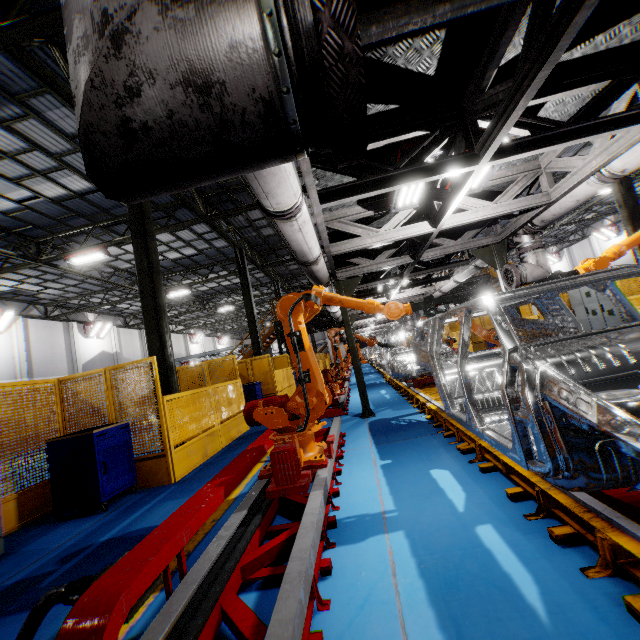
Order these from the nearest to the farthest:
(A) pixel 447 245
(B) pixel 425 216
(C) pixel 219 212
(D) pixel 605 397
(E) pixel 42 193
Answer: (D) pixel 605 397 < (B) pixel 425 216 < (A) pixel 447 245 < (E) pixel 42 193 < (C) pixel 219 212

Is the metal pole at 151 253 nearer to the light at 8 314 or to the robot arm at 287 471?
the robot arm at 287 471

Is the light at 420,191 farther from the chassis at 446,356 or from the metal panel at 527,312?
the metal panel at 527,312

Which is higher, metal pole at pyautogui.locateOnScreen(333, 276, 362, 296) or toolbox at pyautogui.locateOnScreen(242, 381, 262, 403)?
metal pole at pyautogui.locateOnScreen(333, 276, 362, 296)

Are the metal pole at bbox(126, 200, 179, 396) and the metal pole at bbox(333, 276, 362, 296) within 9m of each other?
yes

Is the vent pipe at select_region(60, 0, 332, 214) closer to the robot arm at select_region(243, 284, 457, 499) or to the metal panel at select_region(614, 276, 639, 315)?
the robot arm at select_region(243, 284, 457, 499)

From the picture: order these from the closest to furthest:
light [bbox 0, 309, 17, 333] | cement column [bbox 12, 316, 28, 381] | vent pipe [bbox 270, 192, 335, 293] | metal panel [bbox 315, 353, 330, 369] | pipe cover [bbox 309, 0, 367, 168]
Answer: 1. pipe cover [bbox 309, 0, 367, 168]
2. vent pipe [bbox 270, 192, 335, 293]
3. light [bbox 0, 309, 17, 333]
4. cement column [bbox 12, 316, 28, 381]
5. metal panel [bbox 315, 353, 330, 369]

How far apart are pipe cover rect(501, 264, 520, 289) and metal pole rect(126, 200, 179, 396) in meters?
8.1 m
